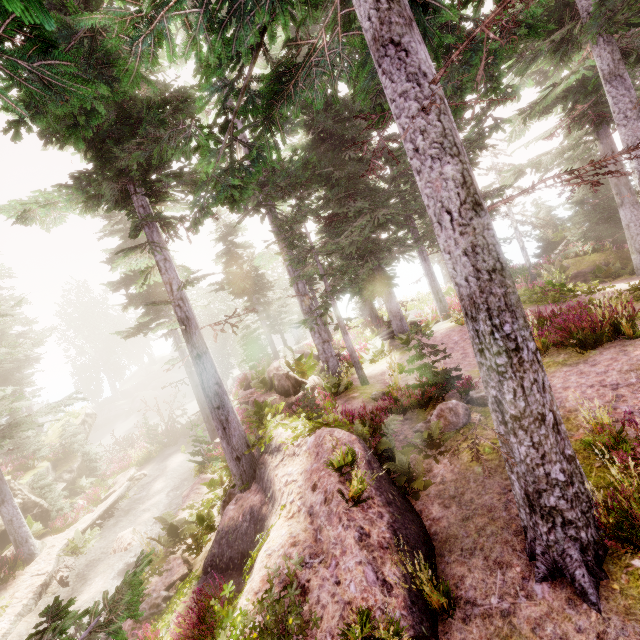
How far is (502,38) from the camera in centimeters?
659cm

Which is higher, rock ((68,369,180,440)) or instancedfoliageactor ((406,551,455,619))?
rock ((68,369,180,440))

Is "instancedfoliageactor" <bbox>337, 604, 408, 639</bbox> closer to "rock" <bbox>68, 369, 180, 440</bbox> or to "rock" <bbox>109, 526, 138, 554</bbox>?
"rock" <bbox>68, 369, 180, 440</bbox>

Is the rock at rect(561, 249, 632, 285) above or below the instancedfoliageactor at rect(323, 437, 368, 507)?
below

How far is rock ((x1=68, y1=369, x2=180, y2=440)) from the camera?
24.73m

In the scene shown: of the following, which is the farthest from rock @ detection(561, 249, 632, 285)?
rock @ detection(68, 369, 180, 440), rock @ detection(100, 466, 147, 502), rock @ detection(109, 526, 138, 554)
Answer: rock @ detection(68, 369, 180, 440)

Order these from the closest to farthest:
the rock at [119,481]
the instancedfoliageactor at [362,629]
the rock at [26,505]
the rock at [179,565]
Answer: the instancedfoliageactor at [362,629]
the rock at [179,565]
the rock at [26,505]
the rock at [119,481]

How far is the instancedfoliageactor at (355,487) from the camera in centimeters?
492cm
